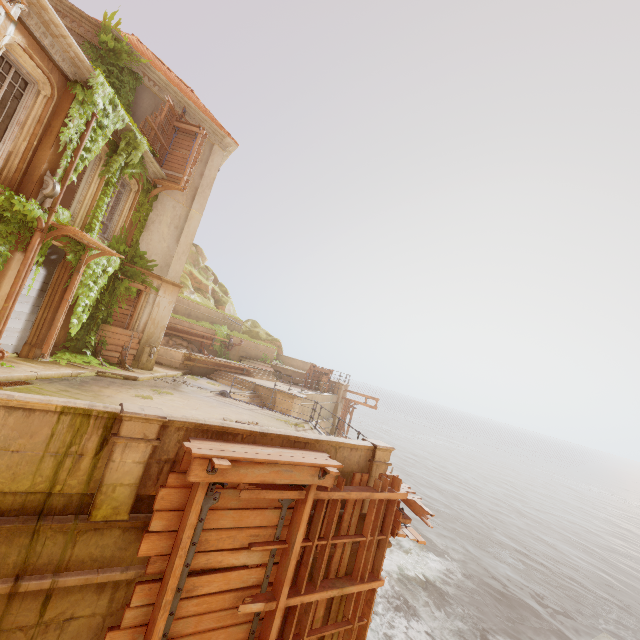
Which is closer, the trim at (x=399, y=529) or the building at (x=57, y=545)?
the building at (x=57, y=545)

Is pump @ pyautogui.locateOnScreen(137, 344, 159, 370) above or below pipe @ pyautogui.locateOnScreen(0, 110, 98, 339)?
below

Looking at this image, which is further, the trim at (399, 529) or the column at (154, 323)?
the column at (154, 323)

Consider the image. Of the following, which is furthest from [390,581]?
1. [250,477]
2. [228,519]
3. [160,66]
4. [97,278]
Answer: [160,66]

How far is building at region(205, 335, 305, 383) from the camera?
24.8m

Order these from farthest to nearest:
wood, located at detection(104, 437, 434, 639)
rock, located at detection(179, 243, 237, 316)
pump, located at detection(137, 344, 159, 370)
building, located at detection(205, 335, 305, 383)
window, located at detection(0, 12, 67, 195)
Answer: rock, located at detection(179, 243, 237, 316) → building, located at detection(205, 335, 305, 383) → pump, located at detection(137, 344, 159, 370) → window, located at detection(0, 12, 67, 195) → wood, located at detection(104, 437, 434, 639)

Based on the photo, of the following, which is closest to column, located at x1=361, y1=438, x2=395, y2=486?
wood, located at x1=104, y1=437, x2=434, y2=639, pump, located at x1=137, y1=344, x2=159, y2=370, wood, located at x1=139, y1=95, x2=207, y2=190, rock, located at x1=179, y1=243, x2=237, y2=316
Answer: wood, located at x1=104, y1=437, x2=434, y2=639

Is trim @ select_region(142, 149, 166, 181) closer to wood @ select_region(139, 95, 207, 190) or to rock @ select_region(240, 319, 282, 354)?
wood @ select_region(139, 95, 207, 190)
